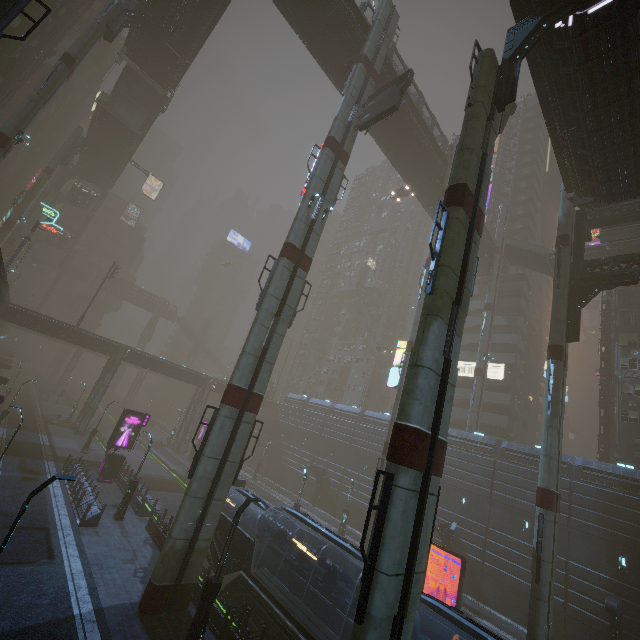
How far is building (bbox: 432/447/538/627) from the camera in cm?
2709

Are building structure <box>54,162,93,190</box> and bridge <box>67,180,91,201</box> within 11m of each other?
yes

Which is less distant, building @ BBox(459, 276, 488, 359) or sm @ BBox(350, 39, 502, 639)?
sm @ BBox(350, 39, 502, 639)

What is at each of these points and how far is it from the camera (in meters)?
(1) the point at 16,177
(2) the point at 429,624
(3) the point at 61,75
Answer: (1) building, 59.00
(2) sign, 19.31
(3) sm, 25.97

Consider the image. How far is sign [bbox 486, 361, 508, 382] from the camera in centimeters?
4506cm

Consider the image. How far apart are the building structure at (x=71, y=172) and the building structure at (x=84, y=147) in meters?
9.9 m

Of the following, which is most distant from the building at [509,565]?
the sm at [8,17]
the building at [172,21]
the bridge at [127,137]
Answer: the building at [172,21]
